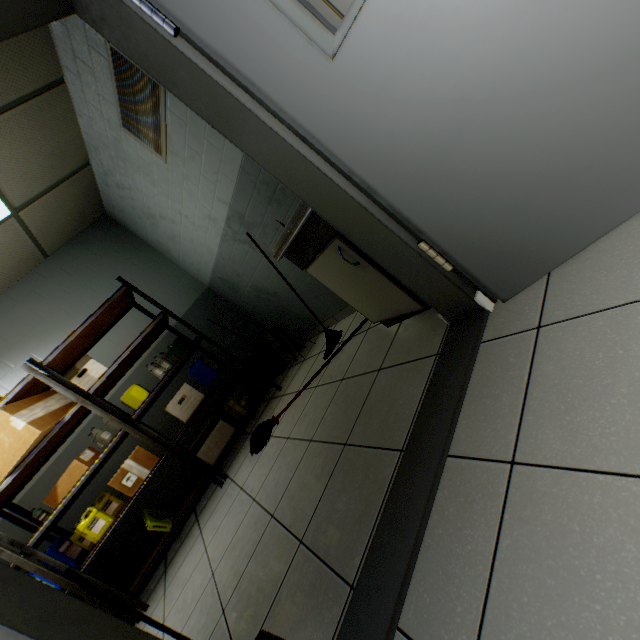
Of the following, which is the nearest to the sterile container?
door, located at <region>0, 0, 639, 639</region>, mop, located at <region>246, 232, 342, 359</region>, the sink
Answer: mop, located at <region>246, 232, 342, 359</region>

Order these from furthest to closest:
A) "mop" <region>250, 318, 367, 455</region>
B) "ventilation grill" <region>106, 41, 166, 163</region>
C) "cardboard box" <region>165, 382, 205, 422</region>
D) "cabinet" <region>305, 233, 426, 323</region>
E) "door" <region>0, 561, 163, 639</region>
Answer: "cardboard box" <region>165, 382, 205, 422</region>
"mop" <region>250, 318, 367, 455</region>
"ventilation grill" <region>106, 41, 166, 163</region>
"cabinet" <region>305, 233, 426, 323</region>
"door" <region>0, 561, 163, 639</region>

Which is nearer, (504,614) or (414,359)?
(504,614)

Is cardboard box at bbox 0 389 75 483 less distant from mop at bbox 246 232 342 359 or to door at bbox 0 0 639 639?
mop at bbox 246 232 342 359

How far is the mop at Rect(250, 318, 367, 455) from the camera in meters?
2.9 m

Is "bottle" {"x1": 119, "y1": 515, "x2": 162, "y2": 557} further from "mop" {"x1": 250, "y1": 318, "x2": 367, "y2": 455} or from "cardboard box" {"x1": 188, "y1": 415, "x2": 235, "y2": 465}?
"mop" {"x1": 250, "y1": 318, "x2": 367, "y2": 455}

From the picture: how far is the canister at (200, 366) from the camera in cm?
388

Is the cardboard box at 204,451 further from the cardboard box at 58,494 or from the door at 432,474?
the door at 432,474
